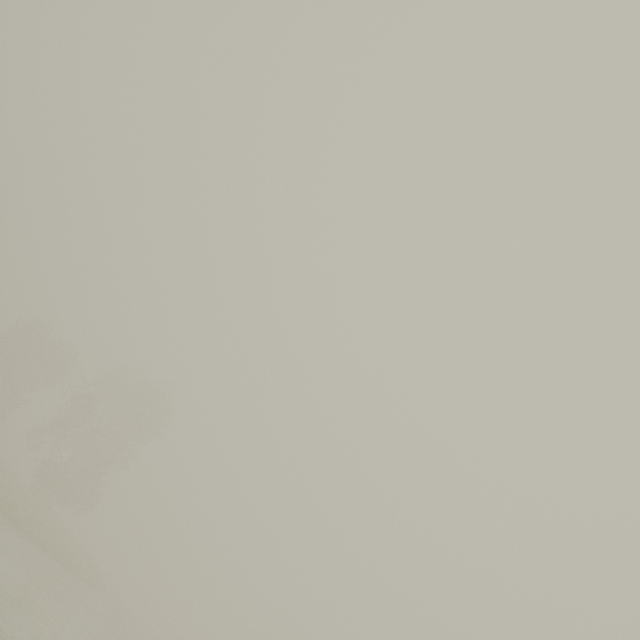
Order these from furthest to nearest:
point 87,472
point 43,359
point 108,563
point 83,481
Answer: point 108,563
point 43,359
point 87,472
point 83,481
